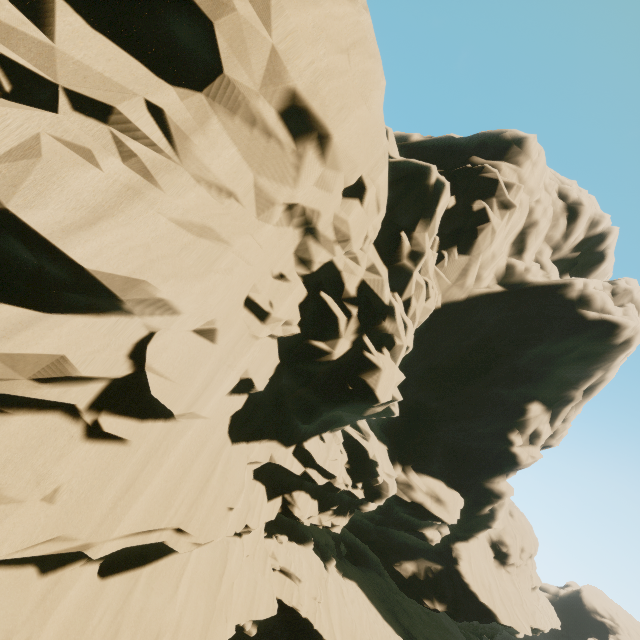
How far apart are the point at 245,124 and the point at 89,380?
5.5 meters
